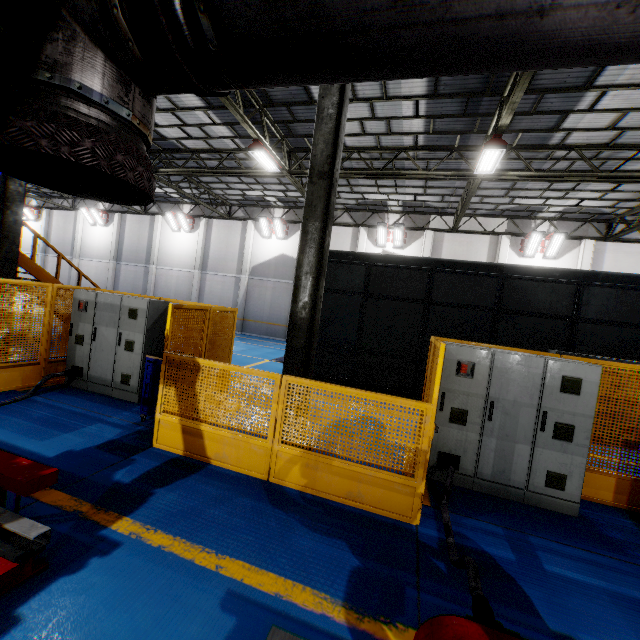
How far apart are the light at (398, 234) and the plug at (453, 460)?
15.8 meters

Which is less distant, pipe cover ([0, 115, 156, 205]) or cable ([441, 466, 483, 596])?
pipe cover ([0, 115, 156, 205])

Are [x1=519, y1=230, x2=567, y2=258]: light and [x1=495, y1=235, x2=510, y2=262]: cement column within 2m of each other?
yes

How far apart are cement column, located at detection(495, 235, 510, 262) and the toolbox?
16.7 meters

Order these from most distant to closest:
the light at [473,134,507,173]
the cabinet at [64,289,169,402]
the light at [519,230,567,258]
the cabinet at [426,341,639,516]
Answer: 1. the light at [519,230,567,258]
2. the light at [473,134,507,173]
3. the cabinet at [64,289,169,402]
4. the cabinet at [426,341,639,516]

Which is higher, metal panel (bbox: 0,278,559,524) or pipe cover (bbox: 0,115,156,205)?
pipe cover (bbox: 0,115,156,205)

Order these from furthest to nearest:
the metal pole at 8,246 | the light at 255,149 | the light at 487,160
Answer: the light at 255,149
the light at 487,160
the metal pole at 8,246

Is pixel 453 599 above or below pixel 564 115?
below
